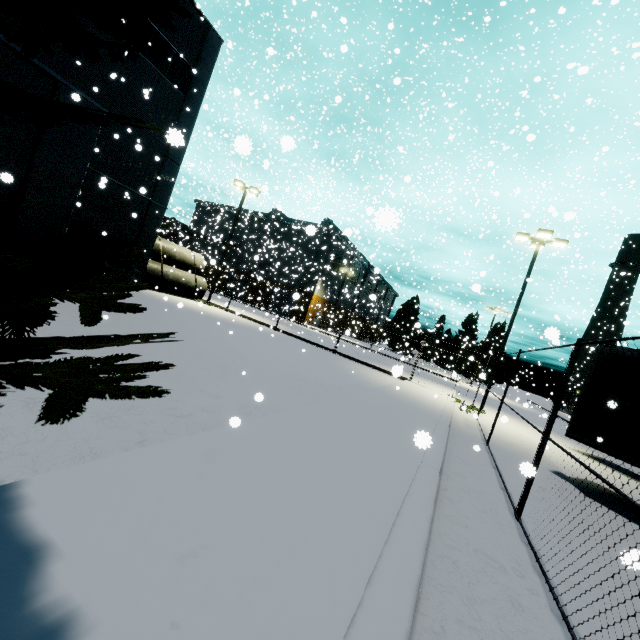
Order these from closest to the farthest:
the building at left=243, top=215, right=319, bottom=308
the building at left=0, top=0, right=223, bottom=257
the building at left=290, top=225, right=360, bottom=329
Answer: the building at left=0, top=0, right=223, bottom=257, the building at left=243, top=215, right=319, bottom=308, the building at left=290, top=225, right=360, bottom=329

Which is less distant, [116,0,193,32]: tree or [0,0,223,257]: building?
[116,0,193,32]: tree

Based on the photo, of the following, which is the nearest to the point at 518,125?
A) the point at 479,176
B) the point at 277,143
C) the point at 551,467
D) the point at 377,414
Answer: the point at 479,176

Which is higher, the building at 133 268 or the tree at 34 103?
the tree at 34 103

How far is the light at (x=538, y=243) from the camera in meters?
16.4

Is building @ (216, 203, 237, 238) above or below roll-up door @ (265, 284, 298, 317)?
above

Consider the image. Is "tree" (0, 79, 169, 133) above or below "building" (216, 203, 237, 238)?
below
